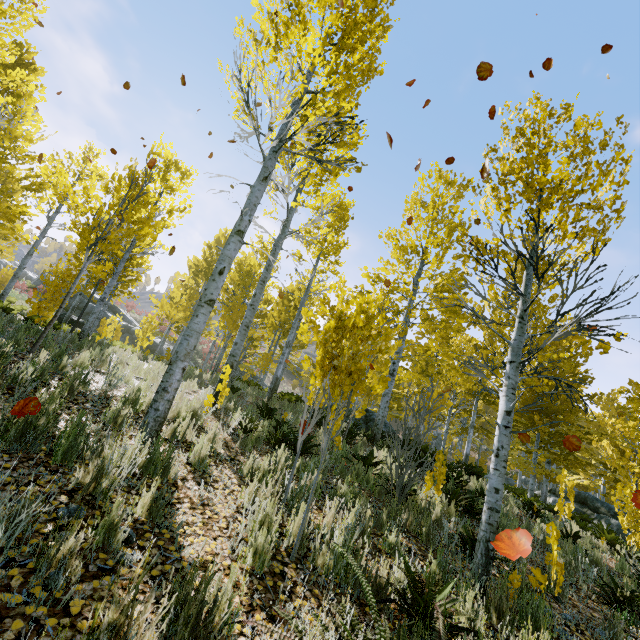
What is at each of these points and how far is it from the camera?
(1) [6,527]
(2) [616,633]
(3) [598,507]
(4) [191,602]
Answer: (1) instancedfoliageactor, 2.0m
(2) instancedfoliageactor, 3.8m
(3) rock, 16.2m
(4) instancedfoliageactor, 1.9m

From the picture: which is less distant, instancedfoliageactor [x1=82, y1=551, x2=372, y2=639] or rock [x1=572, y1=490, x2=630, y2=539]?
instancedfoliageactor [x1=82, y1=551, x2=372, y2=639]

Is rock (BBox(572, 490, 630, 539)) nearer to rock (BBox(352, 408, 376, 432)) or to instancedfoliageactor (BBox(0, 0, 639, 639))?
instancedfoliageactor (BBox(0, 0, 639, 639))

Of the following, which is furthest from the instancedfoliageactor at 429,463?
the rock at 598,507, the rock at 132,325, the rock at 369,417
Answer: the rock at 132,325

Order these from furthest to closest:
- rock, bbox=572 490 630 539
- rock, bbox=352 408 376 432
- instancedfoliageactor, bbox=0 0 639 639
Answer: rock, bbox=572 490 630 539
rock, bbox=352 408 376 432
instancedfoliageactor, bbox=0 0 639 639

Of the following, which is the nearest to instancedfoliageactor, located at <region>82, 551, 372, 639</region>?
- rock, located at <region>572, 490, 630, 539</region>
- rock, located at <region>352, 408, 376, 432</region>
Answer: rock, located at <region>572, 490, 630, 539</region>

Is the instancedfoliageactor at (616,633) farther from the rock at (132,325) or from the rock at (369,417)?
the rock at (132,325)
